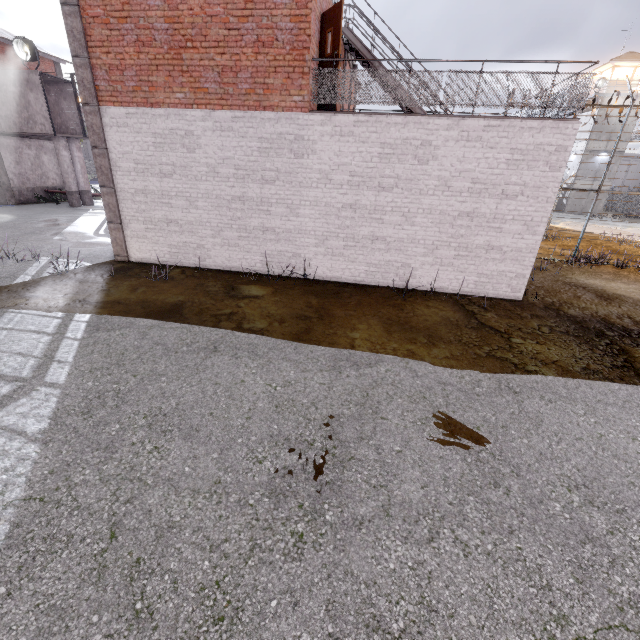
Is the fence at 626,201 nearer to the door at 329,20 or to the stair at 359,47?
the stair at 359,47

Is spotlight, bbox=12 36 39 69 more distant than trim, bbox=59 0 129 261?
Yes

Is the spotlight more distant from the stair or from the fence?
the stair

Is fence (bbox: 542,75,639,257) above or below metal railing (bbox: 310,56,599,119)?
below

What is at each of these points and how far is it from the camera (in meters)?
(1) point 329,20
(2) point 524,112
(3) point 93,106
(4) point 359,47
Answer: (1) door, 7.51
(2) metal railing, 9.90
(3) trim, 8.40
(4) stair, 10.62

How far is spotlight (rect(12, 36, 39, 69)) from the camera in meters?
16.7

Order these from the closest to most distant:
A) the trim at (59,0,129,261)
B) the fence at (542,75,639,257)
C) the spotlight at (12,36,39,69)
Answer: the trim at (59,0,129,261) < the fence at (542,75,639,257) < the spotlight at (12,36,39,69)

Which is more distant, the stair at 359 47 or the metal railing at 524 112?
the stair at 359 47
